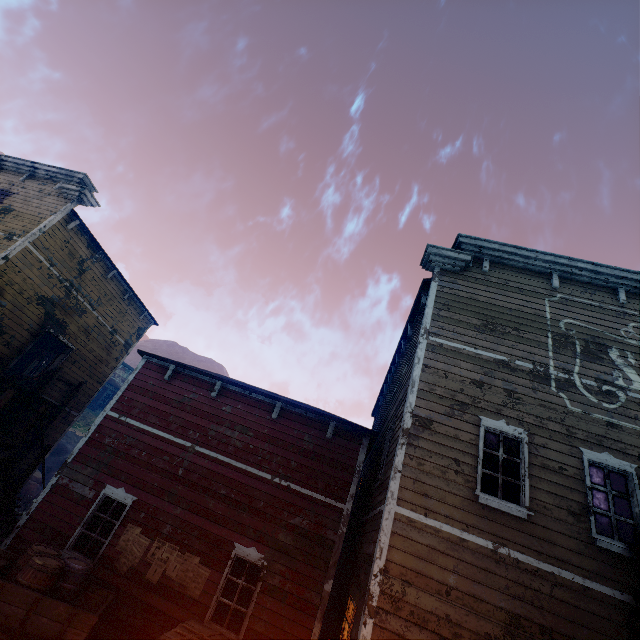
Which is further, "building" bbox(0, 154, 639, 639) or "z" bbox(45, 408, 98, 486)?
"z" bbox(45, 408, 98, 486)

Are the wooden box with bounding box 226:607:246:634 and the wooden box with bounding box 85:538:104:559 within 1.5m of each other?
no

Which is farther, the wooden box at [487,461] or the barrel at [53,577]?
the wooden box at [487,461]

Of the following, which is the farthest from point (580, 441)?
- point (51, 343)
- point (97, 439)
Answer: point (51, 343)

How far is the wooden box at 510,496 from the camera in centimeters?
682cm

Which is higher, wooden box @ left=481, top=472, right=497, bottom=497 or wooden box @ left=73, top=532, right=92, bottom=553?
wooden box @ left=481, top=472, right=497, bottom=497

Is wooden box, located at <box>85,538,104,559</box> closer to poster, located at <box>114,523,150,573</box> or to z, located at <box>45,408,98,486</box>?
poster, located at <box>114,523,150,573</box>

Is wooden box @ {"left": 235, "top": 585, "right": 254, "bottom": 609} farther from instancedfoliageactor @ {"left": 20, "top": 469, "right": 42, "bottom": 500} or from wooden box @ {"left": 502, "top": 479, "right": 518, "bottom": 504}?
instancedfoliageactor @ {"left": 20, "top": 469, "right": 42, "bottom": 500}
